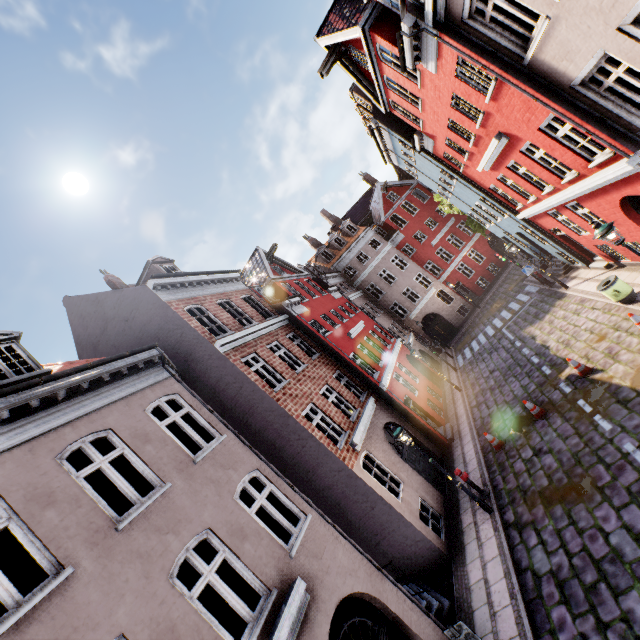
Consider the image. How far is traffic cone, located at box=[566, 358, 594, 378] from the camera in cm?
1089

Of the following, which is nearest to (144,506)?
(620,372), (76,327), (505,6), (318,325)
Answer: (76,327)

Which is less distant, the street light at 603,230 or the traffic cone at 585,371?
the street light at 603,230

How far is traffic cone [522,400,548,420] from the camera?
11.3 meters

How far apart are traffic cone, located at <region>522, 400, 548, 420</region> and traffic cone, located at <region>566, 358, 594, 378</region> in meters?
1.4

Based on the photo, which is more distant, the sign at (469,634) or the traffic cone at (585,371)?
the traffic cone at (585,371)

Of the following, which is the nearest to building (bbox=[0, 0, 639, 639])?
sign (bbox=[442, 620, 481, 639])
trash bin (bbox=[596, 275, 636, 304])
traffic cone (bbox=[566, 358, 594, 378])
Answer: trash bin (bbox=[596, 275, 636, 304])

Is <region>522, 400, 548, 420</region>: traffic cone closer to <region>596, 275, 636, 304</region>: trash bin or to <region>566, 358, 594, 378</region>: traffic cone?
<region>566, 358, 594, 378</region>: traffic cone
